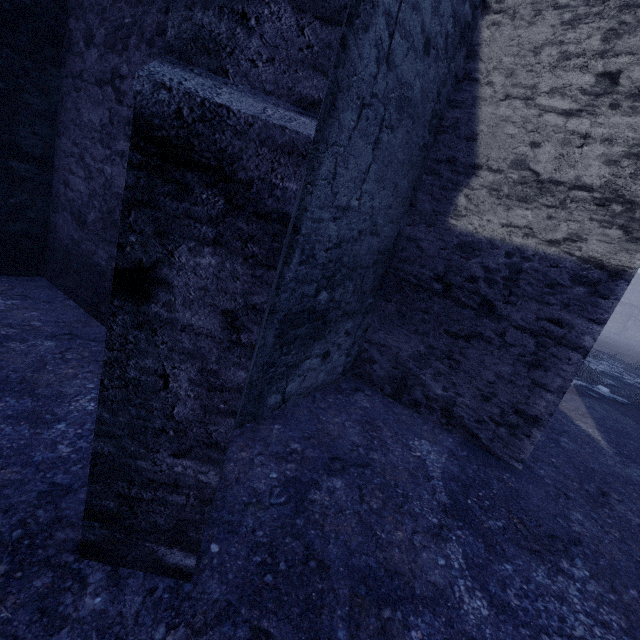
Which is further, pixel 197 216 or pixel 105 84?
pixel 105 84
